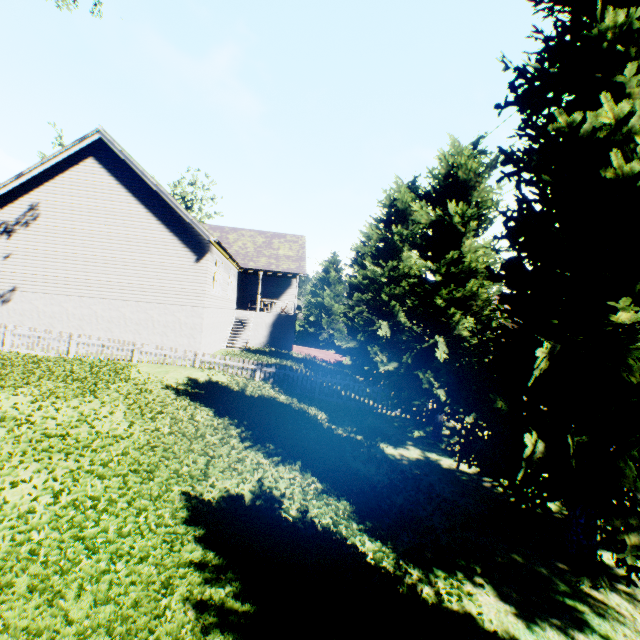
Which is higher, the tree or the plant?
the tree

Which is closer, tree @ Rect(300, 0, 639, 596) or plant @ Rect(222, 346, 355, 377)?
tree @ Rect(300, 0, 639, 596)

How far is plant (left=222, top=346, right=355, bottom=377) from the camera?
17.02m

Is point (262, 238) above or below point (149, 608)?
above

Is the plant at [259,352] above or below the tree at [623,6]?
below

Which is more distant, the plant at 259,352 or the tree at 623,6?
the plant at 259,352
